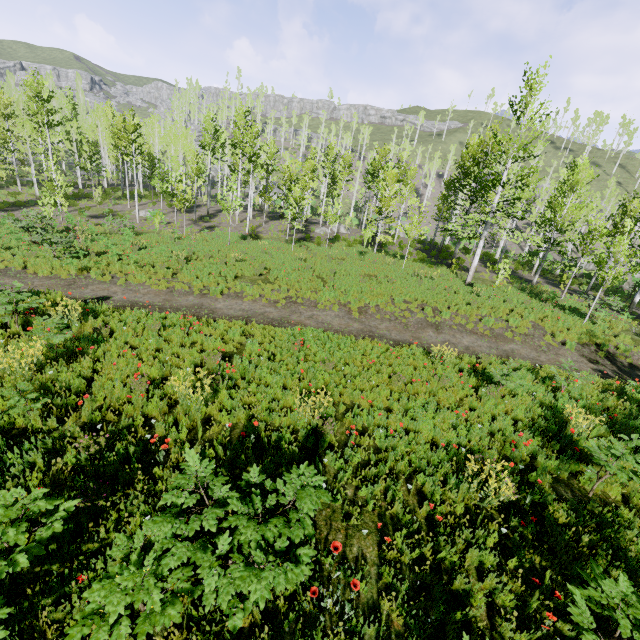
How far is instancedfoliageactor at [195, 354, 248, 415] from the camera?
6.5 meters

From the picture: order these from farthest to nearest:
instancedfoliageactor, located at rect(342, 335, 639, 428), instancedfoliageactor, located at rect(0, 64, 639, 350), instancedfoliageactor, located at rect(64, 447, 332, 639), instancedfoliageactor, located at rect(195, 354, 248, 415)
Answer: instancedfoliageactor, located at rect(0, 64, 639, 350)
instancedfoliageactor, located at rect(342, 335, 639, 428)
instancedfoliageactor, located at rect(195, 354, 248, 415)
instancedfoliageactor, located at rect(64, 447, 332, 639)

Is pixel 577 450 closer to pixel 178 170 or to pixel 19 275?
pixel 19 275

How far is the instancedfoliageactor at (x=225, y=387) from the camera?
6.5m

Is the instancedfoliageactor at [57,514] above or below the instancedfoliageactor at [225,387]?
above

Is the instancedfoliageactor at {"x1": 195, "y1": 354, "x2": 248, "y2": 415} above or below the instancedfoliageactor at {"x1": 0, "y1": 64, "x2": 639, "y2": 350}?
below
